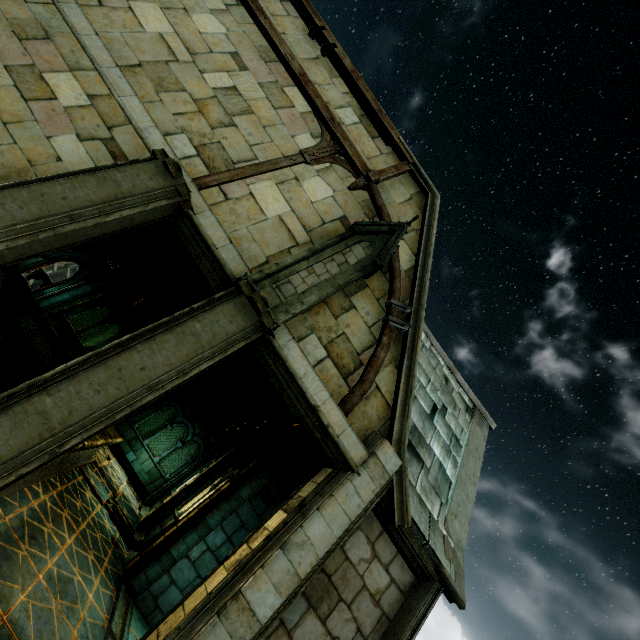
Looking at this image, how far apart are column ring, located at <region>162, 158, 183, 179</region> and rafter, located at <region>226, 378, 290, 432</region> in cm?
767

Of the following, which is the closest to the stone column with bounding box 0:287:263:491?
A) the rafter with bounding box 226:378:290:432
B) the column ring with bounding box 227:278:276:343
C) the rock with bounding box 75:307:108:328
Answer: the column ring with bounding box 227:278:276:343

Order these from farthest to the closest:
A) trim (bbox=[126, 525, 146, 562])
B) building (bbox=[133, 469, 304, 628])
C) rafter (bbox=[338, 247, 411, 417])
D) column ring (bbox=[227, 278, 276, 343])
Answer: trim (bbox=[126, 525, 146, 562]) → building (bbox=[133, 469, 304, 628]) → rafter (bbox=[338, 247, 411, 417]) → column ring (bbox=[227, 278, 276, 343])

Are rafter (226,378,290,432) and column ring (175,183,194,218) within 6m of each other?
no

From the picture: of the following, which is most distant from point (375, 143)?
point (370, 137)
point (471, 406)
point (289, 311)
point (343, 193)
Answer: point (471, 406)

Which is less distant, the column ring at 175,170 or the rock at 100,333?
the column ring at 175,170

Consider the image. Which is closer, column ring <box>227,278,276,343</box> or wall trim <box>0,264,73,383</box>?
column ring <box>227,278,276,343</box>

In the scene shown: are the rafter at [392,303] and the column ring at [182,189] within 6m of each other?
yes
